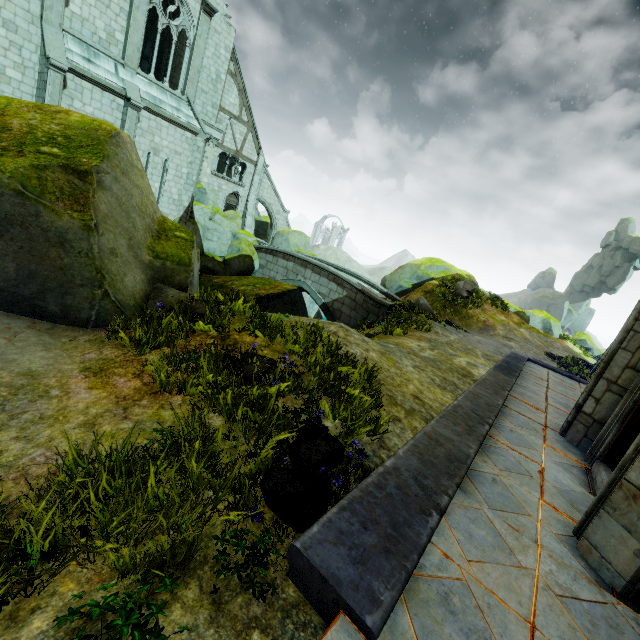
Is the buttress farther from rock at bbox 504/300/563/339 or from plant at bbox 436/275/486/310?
plant at bbox 436/275/486/310

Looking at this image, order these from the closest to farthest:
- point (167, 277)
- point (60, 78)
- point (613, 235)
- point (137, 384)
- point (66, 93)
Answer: point (137, 384)
point (167, 277)
point (60, 78)
point (66, 93)
point (613, 235)

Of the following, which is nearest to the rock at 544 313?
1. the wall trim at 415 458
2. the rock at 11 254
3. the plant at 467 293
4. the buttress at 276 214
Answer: the buttress at 276 214

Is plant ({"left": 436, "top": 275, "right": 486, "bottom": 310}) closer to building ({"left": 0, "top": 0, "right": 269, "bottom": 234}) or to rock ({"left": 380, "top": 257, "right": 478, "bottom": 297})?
rock ({"left": 380, "top": 257, "right": 478, "bottom": 297})

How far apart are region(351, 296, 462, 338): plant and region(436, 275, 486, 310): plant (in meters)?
6.59

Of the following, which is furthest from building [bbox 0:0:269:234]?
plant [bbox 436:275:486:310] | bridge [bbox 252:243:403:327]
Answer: plant [bbox 436:275:486:310]

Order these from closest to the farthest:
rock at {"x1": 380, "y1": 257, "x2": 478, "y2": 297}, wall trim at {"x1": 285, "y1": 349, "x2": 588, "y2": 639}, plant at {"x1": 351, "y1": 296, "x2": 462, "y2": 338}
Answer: wall trim at {"x1": 285, "y1": 349, "x2": 588, "y2": 639}
plant at {"x1": 351, "y1": 296, "x2": 462, "y2": 338}
rock at {"x1": 380, "y1": 257, "x2": 478, "y2": 297}

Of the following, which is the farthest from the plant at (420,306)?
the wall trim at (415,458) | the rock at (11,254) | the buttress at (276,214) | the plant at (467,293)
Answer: the buttress at (276,214)
